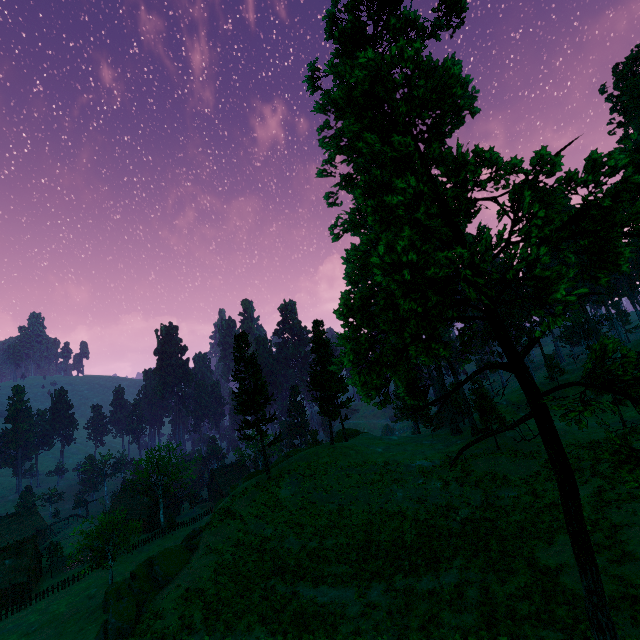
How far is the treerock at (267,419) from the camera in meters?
35.8 m

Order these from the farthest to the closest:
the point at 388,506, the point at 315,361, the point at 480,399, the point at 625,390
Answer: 1. the point at 315,361
2. the point at 480,399
3. the point at 388,506
4. the point at 625,390

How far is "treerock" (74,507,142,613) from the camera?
37.82m

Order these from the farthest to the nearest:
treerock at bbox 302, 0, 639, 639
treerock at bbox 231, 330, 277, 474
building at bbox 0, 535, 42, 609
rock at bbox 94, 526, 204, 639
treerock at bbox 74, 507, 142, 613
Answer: building at bbox 0, 535, 42, 609, treerock at bbox 74, 507, 142, 613, treerock at bbox 231, 330, 277, 474, rock at bbox 94, 526, 204, 639, treerock at bbox 302, 0, 639, 639

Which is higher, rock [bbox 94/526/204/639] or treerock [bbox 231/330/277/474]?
treerock [bbox 231/330/277/474]

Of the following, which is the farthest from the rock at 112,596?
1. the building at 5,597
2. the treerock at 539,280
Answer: the building at 5,597

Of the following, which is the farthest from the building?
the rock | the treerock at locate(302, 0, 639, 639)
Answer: the rock
